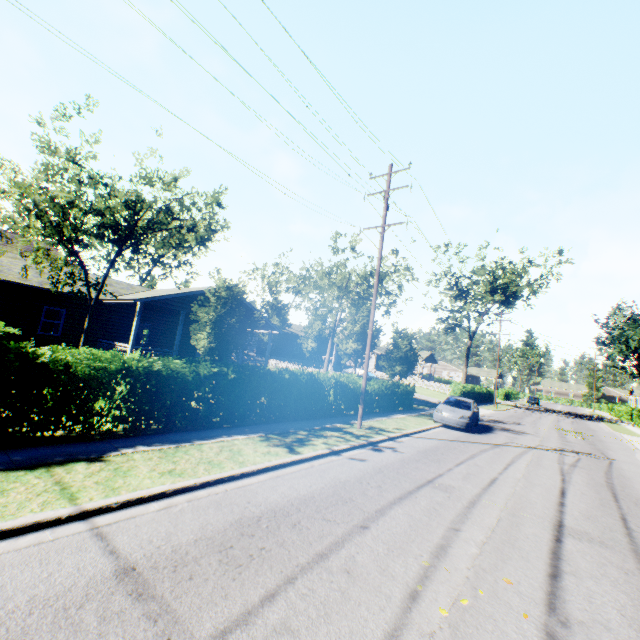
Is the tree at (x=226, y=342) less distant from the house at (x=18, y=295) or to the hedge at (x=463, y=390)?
the hedge at (x=463, y=390)

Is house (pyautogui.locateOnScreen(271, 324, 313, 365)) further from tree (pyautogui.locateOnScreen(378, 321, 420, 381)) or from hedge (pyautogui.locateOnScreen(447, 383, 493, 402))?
hedge (pyautogui.locateOnScreen(447, 383, 493, 402))

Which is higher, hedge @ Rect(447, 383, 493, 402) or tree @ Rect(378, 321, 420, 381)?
tree @ Rect(378, 321, 420, 381)

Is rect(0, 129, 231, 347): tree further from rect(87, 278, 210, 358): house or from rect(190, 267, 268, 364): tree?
rect(190, 267, 268, 364): tree

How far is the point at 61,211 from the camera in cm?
1032

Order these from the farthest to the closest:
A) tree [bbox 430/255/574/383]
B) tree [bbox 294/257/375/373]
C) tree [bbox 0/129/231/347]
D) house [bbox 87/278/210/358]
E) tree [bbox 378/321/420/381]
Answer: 1. tree [bbox 430/255/574/383]
2. tree [bbox 378/321/420/381]
3. tree [bbox 294/257/375/373]
4. house [bbox 87/278/210/358]
5. tree [bbox 0/129/231/347]

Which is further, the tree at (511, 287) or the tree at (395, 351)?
the tree at (511, 287)

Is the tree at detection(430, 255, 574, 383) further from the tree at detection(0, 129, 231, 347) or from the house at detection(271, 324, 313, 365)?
the tree at detection(0, 129, 231, 347)
